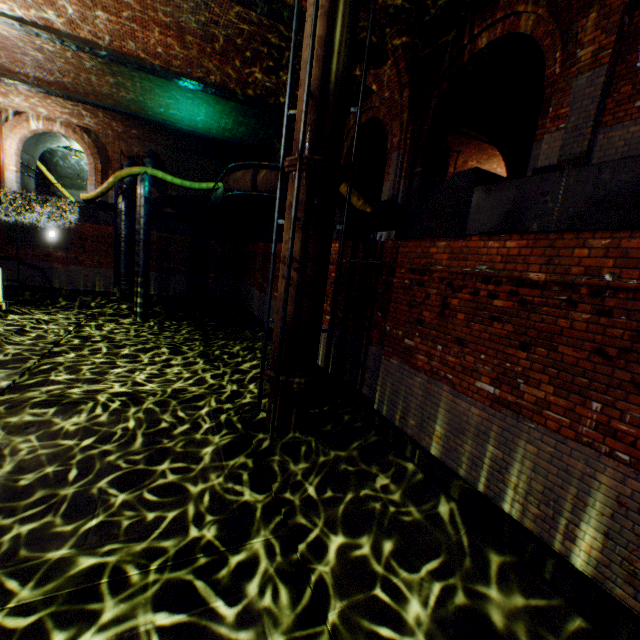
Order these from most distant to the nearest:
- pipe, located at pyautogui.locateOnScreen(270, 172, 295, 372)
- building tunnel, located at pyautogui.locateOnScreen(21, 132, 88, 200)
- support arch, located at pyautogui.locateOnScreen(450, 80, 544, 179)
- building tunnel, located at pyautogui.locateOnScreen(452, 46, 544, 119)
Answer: building tunnel, located at pyautogui.locateOnScreen(21, 132, 88, 200)
support arch, located at pyautogui.locateOnScreen(450, 80, 544, 179)
building tunnel, located at pyautogui.locateOnScreen(452, 46, 544, 119)
pipe, located at pyautogui.locateOnScreen(270, 172, 295, 372)

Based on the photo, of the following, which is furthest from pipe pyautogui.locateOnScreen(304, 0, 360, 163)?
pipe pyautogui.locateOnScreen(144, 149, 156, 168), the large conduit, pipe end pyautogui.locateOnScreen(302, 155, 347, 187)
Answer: pipe pyautogui.locateOnScreen(144, 149, 156, 168)

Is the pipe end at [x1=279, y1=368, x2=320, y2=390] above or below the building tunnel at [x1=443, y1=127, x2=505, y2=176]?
below

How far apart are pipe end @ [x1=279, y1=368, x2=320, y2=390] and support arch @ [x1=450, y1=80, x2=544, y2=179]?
9.33m

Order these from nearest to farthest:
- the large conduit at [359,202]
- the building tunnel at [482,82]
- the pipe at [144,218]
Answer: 1. the building tunnel at [482,82]
2. the large conduit at [359,202]
3. the pipe at [144,218]

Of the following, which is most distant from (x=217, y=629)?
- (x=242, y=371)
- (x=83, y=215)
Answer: (x=83, y=215)

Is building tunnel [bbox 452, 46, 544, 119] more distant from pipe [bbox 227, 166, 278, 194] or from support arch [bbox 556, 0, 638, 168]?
pipe [bbox 227, 166, 278, 194]

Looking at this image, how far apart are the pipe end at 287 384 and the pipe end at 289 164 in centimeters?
399cm
